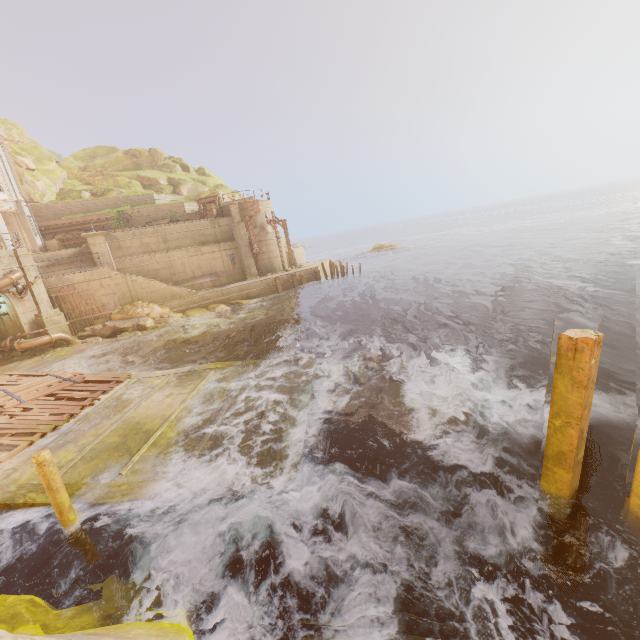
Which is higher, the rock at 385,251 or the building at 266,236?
the building at 266,236

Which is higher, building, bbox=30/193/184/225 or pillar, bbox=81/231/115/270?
building, bbox=30/193/184/225

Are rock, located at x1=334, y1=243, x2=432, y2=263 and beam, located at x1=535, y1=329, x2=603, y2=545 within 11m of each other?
no

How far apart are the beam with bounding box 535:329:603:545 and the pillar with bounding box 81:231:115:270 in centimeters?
2794cm

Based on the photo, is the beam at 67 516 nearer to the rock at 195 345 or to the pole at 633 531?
the pole at 633 531

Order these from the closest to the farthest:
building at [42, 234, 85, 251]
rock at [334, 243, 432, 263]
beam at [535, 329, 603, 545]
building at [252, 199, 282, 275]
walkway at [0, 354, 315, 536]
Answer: beam at [535, 329, 603, 545], walkway at [0, 354, 315, 536], building at [42, 234, 85, 251], building at [252, 199, 282, 275], rock at [334, 243, 432, 263]

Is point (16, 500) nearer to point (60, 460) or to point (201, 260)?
point (60, 460)

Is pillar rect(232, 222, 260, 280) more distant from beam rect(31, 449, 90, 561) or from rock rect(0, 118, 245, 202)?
beam rect(31, 449, 90, 561)
